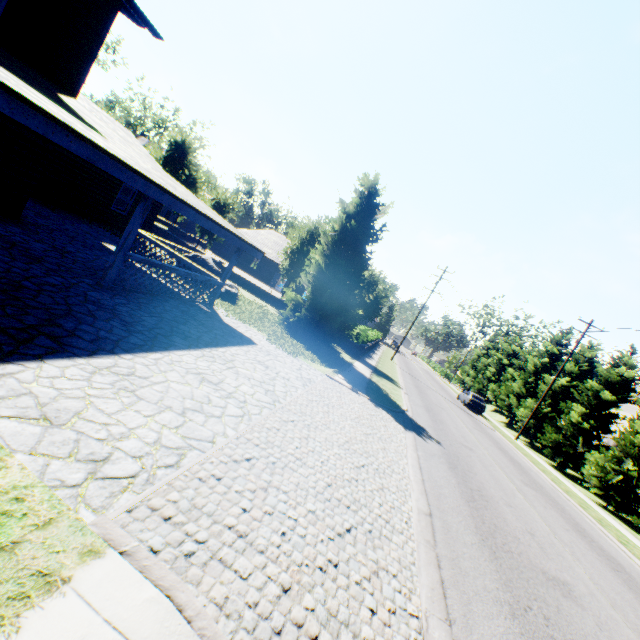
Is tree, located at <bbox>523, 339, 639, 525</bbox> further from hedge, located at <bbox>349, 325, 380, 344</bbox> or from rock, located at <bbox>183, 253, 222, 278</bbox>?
rock, located at <bbox>183, 253, 222, 278</bbox>

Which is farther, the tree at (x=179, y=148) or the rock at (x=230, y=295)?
the tree at (x=179, y=148)

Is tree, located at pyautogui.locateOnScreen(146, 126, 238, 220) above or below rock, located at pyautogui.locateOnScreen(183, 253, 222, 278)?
above

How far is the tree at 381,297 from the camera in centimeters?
2333cm

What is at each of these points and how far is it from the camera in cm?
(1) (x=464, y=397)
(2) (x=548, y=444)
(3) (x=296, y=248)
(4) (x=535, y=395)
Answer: (1) car, 3353
(2) tree, 2492
(3) tree, 2447
(4) tree, 3447

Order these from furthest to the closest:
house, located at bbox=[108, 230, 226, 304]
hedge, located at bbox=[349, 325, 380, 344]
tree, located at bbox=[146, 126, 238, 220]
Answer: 1. tree, located at bbox=[146, 126, 238, 220]
2. hedge, located at bbox=[349, 325, 380, 344]
3. house, located at bbox=[108, 230, 226, 304]

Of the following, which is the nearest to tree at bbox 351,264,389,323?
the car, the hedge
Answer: the car

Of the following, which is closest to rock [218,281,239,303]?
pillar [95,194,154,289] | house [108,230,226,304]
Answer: house [108,230,226,304]
